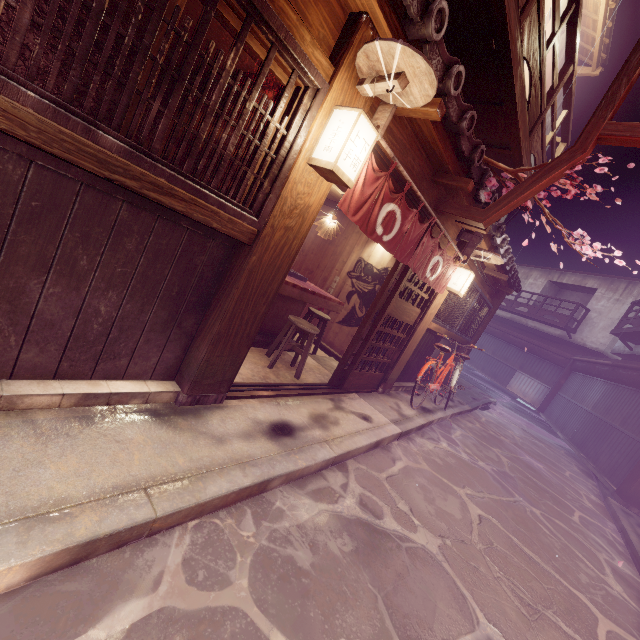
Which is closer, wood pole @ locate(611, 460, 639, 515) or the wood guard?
the wood guard

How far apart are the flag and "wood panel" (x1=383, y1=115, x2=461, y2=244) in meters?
0.5 m

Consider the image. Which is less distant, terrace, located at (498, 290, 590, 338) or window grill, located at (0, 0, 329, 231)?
window grill, located at (0, 0, 329, 231)

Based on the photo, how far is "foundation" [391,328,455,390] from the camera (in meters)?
12.28

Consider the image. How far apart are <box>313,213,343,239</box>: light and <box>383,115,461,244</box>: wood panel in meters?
3.3

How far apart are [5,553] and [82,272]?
2.54m

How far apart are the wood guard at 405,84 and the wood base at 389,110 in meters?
0.0

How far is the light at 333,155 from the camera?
4.1 meters
